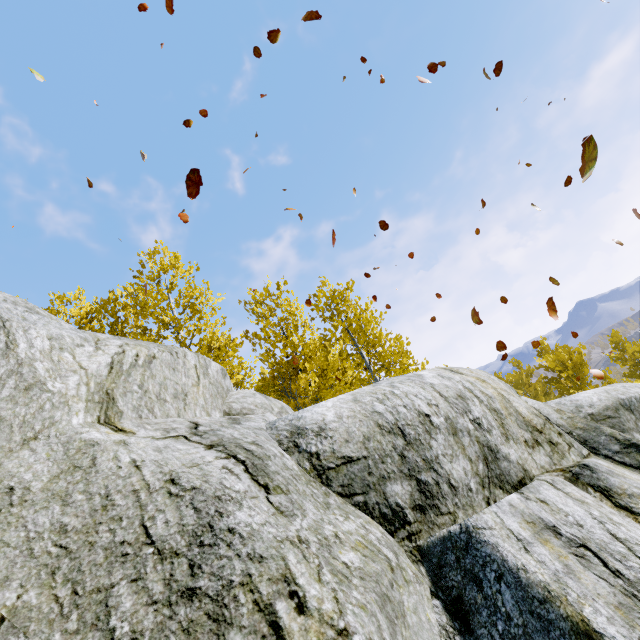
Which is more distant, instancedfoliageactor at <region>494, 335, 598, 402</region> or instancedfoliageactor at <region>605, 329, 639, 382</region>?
instancedfoliageactor at <region>605, 329, 639, 382</region>

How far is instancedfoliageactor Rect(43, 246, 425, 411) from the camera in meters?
9.1 m

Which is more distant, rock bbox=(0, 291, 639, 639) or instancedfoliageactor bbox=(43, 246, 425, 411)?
instancedfoliageactor bbox=(43, 246, 425, 411)

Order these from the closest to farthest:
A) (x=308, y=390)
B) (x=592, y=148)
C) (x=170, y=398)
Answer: (x=592, y=148) < (x=170, y=398) < (x=308, y=390)

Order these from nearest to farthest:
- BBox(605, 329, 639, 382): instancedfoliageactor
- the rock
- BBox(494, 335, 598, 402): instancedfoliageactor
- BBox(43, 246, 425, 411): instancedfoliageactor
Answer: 1. the rock
2. BBox(43, 246, 425, 411): instancedfoliageactor
3. BBox(494, 335, 598, 402): instancedfoliageactor
4. BBox(605, 329, 639, 382): instancedfoliageactor

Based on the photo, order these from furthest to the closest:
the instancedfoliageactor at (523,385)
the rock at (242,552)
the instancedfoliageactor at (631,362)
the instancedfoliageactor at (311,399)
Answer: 1. the instancedfoliageactor at (631,362)
2. the instancedfoliageactor at (523,385)
3. the instancedfoliageactor at (311,399)
4. the rock at (242,552)

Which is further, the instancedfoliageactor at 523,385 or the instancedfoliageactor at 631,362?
the instancedfoliageactor at 631,362
